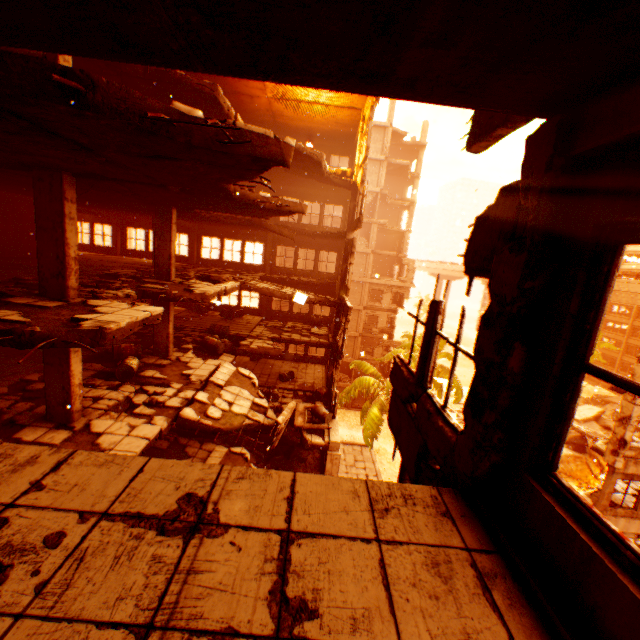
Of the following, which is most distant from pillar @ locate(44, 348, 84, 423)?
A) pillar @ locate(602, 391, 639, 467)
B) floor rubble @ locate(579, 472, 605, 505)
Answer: floor rubble @ locate(579, 472, 605, 505)

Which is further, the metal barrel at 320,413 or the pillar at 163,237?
the metal barrel at 320,413

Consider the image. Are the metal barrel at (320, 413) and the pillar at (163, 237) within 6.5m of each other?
no

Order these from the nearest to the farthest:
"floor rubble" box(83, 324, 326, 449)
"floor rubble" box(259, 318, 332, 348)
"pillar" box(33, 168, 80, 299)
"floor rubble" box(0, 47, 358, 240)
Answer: "floor rubble" box(0, 47, 358, 240), "pillar" box(33, 168, 80, 299), "floor rubble" box(83, 324, 326, 449), "floor rubble" box(259, 318, 332, 348)

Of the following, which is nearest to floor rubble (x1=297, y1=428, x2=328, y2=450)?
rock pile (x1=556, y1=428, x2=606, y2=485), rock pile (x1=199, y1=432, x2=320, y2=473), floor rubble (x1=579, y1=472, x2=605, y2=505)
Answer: rock pile (x1=199, y1=432, x2=320, y2=473)

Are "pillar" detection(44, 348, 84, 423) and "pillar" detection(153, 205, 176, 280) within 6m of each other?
yes

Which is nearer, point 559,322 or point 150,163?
point 559,322

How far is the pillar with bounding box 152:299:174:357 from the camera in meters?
12.1 m
